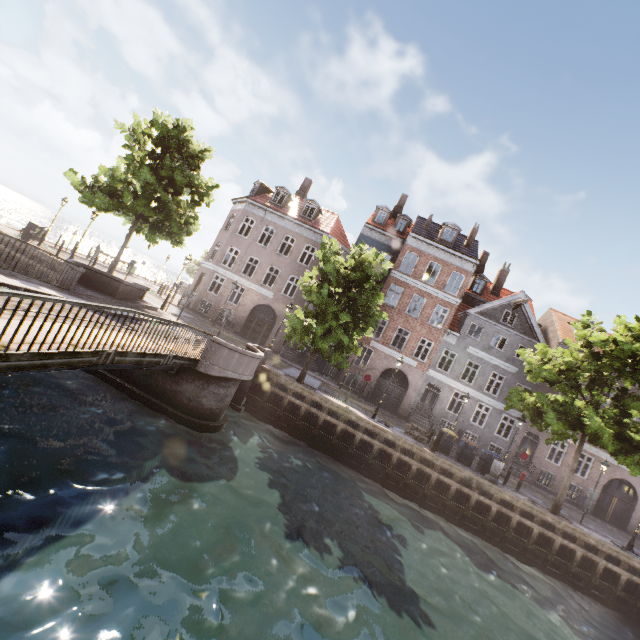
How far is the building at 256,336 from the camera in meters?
27.2

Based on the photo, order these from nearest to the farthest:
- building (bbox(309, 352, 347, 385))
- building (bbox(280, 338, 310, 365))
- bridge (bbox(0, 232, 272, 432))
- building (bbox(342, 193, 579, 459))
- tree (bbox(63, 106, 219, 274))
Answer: bridge (bbox(0, 232, 272, 432)), tree (bbox(63, 106, 219, 274)), building (bbox(342, 193, 579, 459)), building (bbox(309, 352, 347, 385)), building (bbox(280, 338, 310, 365))

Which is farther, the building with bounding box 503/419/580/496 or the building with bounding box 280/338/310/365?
the building with bounding box 280/338/310/365

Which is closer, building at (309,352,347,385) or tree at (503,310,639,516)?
tree at (503,310,639,516)

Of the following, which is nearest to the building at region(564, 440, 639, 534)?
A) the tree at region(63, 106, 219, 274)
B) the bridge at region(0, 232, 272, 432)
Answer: the tree at region(63, 106, 219, 274)

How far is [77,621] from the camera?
4.4m

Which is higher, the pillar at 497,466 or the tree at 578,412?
the tree at 578,412

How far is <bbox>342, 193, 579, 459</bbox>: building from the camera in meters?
24.9
